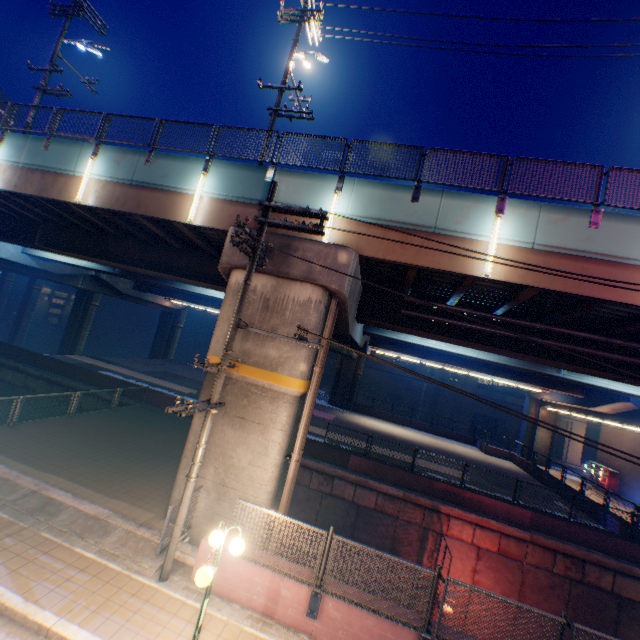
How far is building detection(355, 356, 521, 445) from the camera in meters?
46.3 m

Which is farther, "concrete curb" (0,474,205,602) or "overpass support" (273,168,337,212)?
"overpass support" (273,168,337,212)

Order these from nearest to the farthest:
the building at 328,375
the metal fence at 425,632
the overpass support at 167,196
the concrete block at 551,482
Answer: the metal fence at 425,632 → the overpass support at 167,196 → the concrete block at 551,482 → the building at 328,375

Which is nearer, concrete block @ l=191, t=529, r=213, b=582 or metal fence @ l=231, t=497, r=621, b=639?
metal fence @ l=231, t=497, r=621, b=639

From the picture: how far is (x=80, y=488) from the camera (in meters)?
9.80

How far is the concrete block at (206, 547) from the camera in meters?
7.5

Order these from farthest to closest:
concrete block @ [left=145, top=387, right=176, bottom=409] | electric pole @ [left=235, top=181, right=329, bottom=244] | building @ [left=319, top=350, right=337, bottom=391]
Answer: building @ [left=319, top=350, right=337, bottom=391]
concrete block @ [left=145, top=387, right=176, bottom=409]
electric pole @ [left=235, top=181, right=329, bottom=244]
